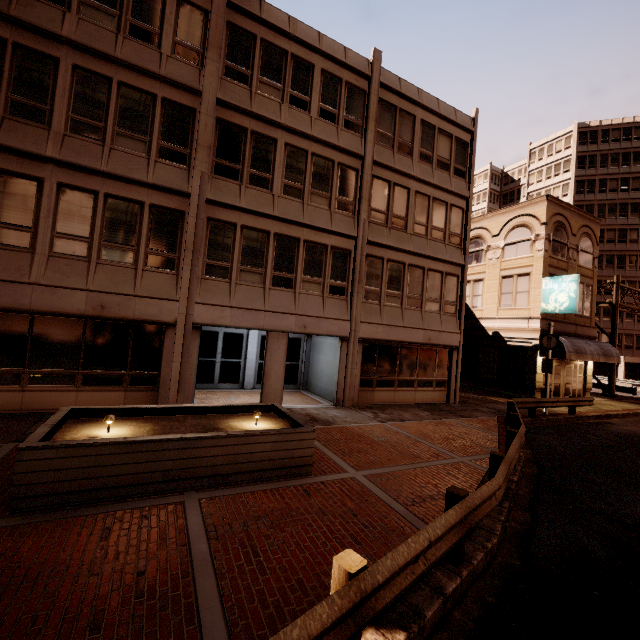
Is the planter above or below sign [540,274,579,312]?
below

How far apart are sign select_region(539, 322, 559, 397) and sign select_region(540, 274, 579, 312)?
3.5m

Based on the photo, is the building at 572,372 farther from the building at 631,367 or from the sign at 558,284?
the sign at 558,284

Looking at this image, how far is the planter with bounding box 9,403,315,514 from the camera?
5.0m

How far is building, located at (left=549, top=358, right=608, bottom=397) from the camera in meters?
21.8

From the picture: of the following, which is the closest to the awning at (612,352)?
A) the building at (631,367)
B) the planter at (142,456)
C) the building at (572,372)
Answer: the planter at (142,456)

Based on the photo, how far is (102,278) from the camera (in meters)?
10.17

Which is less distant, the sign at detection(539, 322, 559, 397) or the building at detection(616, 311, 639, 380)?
the sign at detection(539, 322, 559, 397)
